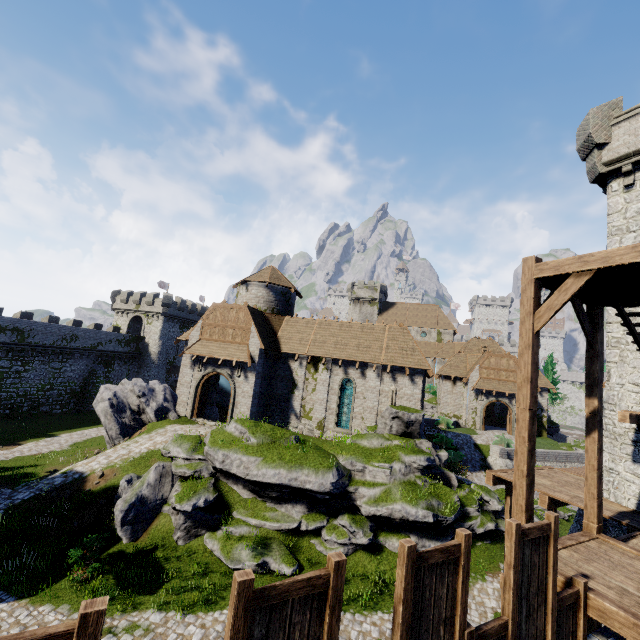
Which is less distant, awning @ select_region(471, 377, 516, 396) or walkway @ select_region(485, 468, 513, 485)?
walkway @ select_region(485, 468, 513, 485)

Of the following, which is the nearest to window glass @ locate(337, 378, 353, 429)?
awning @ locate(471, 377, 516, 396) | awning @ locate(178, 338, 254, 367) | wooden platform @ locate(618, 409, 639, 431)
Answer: awning @ locate(178, 338, 254, 367)

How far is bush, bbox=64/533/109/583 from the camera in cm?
1249

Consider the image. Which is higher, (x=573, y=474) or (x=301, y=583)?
(x=301, y=583)

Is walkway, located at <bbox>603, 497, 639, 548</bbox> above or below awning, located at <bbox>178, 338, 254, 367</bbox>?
below

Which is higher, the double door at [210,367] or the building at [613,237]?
the building at [613,237]

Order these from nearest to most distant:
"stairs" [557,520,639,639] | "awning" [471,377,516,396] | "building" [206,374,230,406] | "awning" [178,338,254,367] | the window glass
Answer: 1. "stairs" [557,520,639,639]
2. "awning" [178,338,254,367]
3. the window glass
4. "building" [206,374,230,406]
5. "awning" [471,377,516,396]

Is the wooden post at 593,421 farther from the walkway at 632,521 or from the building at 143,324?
the building at 143,324
